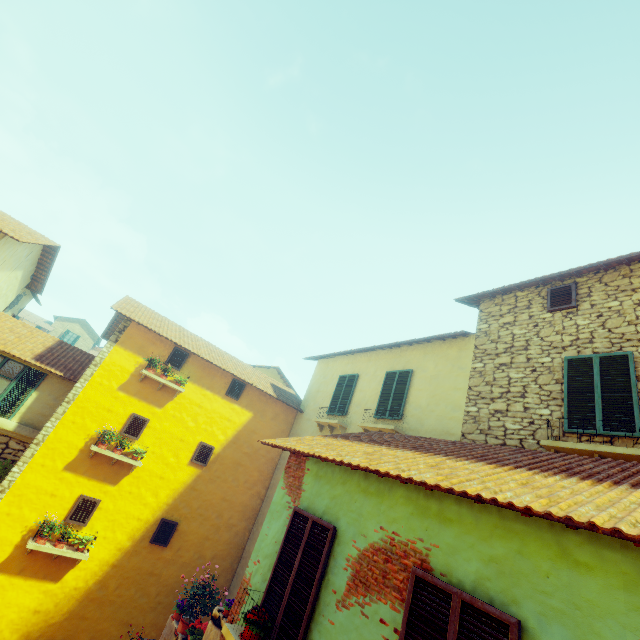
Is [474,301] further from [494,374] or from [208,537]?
[208,537]

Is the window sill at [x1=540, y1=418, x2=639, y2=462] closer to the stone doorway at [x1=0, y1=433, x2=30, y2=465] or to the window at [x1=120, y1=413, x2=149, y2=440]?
the window at [x1=120, y1=413, x2=149, y2=440]

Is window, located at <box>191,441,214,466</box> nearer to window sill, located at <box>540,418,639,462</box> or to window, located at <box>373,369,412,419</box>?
window sill, located at <box>540,418,639,462</box>

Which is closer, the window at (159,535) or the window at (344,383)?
the window at (159,535)

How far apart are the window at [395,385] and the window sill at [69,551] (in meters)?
8.95

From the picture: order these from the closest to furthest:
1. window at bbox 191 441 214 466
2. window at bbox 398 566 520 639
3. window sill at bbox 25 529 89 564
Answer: window at bbox 398 566 520 639 → window sill at bbox 25 529 89 564 → window at bbox 191 441 214 466

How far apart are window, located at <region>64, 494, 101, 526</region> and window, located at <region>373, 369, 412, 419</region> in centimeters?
858cm
